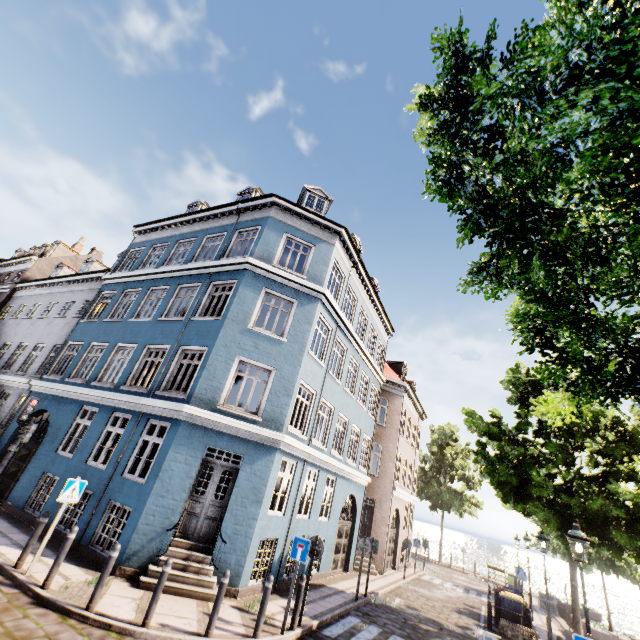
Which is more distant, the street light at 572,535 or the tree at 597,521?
the street light at 572,535

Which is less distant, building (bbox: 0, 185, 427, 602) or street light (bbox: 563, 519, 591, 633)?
street light (bbox: 563, 519, 591, 633)

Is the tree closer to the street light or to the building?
the street light

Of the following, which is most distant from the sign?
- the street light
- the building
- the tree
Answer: the street light

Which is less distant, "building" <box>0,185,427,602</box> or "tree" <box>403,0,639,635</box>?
"tree" <box>403,0,639,635</box>

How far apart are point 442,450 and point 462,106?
35.31m

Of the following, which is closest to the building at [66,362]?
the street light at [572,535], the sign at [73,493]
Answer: the sign at [73,493]

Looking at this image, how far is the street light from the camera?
6.87m
